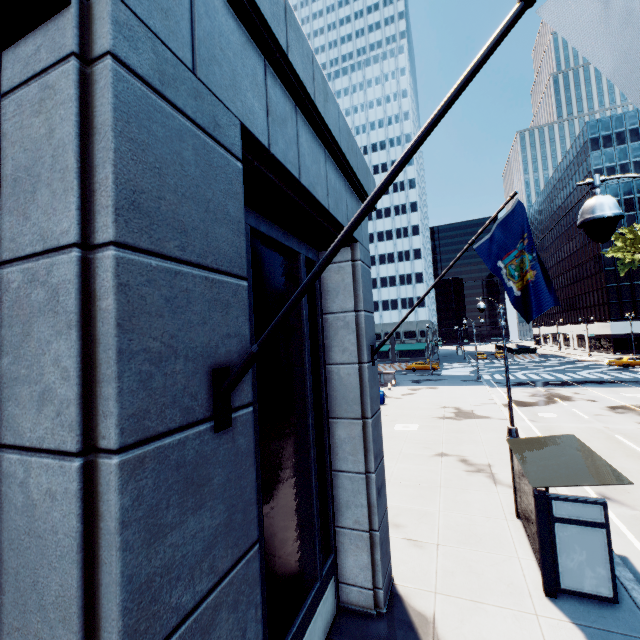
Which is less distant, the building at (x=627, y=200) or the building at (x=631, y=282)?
the building at (x=631, y=282)

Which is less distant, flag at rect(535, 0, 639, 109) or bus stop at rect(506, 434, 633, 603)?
flag at rect(535, 0, 639, 109)

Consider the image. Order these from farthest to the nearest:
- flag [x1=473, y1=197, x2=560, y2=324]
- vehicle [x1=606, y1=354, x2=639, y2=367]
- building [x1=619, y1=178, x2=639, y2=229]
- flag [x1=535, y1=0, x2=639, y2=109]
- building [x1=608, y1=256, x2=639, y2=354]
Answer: building [x1=619, y1=178, x2=639, y2=229], building [x1=608, y1=256, x2=639, y2=354], vehicle [x1=606, y1=354, x2=639, y2=367], flag [x1=473, y1=197, x2=560, y2=324], flag [x1=535, y1=0, x2=639, y2=109]

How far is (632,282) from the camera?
58.81m

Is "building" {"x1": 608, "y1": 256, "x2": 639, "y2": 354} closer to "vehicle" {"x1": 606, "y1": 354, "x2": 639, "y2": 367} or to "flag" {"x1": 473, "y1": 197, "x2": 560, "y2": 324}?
"vehicle" {"x1": 606, "y1": 354, "x2": 639, "y2": 367}

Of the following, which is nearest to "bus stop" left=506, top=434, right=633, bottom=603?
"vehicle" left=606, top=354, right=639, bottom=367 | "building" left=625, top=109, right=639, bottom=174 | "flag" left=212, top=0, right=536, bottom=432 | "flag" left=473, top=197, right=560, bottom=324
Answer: "flag" left=473, top=197, right=560, bottom=324

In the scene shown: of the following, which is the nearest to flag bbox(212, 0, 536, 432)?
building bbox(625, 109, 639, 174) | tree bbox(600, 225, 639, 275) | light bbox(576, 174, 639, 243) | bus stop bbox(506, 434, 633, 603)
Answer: light bbox(576, 174, 639, 243)

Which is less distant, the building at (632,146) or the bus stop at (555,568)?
the bus stop at (555,568)
